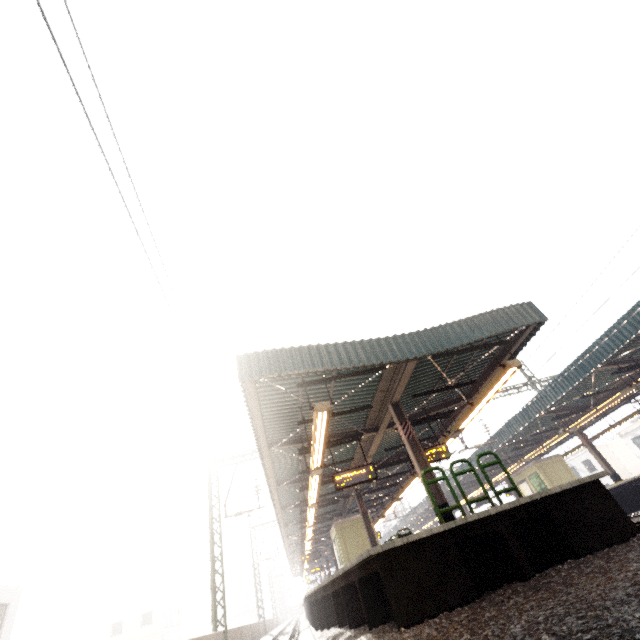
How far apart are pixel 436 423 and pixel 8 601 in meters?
25.3

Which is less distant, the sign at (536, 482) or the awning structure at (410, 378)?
the awning structure at (410, 378)

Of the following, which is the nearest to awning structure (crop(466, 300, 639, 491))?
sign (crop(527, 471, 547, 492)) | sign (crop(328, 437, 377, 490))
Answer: sign (crop(527, 471, 547, 492))

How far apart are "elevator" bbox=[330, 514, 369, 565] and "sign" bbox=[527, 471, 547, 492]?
12.6m

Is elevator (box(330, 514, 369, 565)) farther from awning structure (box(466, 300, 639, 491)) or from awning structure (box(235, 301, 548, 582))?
awning structure (box(466, 300, 639, 491))

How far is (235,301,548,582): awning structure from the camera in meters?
8.5

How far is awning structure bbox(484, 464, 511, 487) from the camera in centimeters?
2442cm

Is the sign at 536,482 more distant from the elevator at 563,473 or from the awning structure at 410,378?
the awning structure at 410,378
